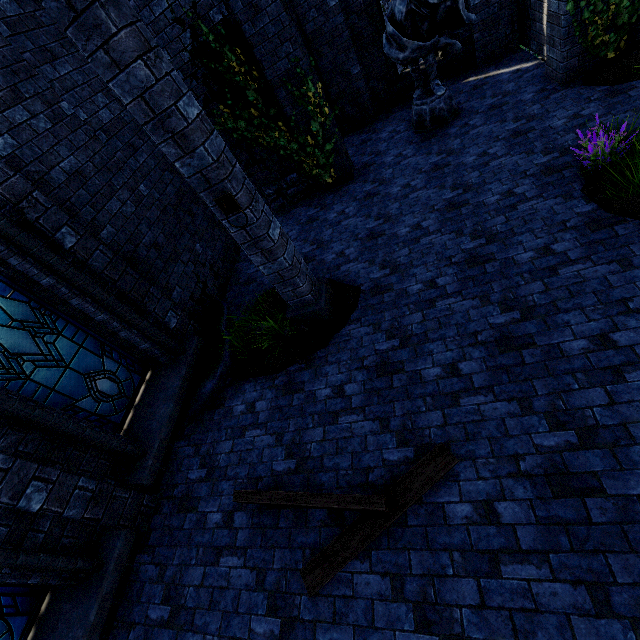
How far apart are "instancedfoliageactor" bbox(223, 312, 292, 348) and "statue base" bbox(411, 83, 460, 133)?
6.2 meters

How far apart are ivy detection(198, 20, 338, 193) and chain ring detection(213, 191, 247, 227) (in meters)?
4.36

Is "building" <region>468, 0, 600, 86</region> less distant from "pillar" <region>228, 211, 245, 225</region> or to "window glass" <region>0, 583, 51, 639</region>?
"pillar" <region>228, 211, 245, 225</region>

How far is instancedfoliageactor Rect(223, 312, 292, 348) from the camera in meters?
5.1

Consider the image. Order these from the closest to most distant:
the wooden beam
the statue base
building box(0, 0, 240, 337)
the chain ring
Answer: the wooden beam → the chain ring → building box(0, 0, 240, 337) → the statue base

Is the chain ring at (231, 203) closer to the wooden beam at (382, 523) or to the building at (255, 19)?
the building at (255, 19)

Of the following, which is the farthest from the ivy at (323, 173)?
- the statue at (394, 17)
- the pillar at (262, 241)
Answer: the pillar at (262, 241)

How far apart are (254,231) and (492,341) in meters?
3.2 m
